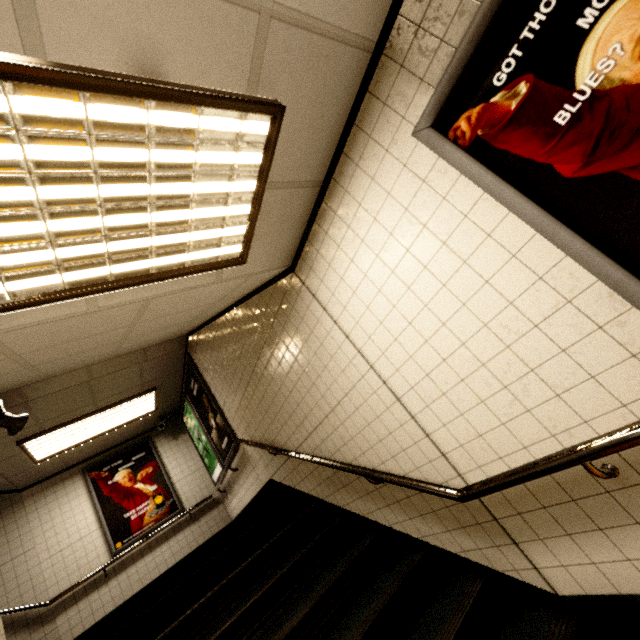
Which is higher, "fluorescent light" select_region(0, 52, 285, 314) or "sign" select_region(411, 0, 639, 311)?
"fluorescent light" select_region(0, 52, 285, 314)

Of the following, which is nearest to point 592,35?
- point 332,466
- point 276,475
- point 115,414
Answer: point 332,466

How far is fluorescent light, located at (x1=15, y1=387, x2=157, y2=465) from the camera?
5.1 meters

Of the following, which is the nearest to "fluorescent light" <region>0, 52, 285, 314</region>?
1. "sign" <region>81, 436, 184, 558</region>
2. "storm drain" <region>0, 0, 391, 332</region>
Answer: "storm drain" <region>0, 0, 391, 332</region>

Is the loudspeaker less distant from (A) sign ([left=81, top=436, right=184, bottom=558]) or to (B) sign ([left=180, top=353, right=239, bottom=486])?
(B) sign ([left=180, top=353, right=239, bottom=486])

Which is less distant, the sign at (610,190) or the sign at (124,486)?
the sign at (610,190)

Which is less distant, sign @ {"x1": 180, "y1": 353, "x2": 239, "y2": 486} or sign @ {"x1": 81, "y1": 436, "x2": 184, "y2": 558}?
sign @ {"x1": 180, "y1": 353, "x2": 239, "y2": 486}

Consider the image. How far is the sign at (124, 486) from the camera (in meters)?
6.00
